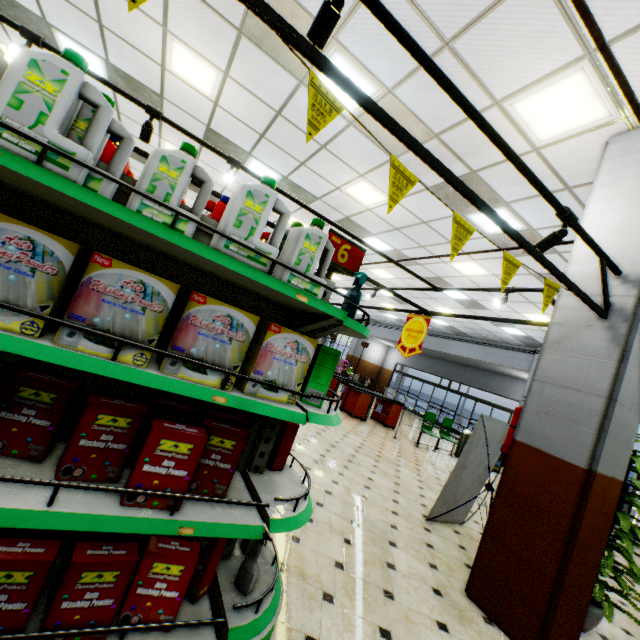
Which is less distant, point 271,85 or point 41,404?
point 41,404

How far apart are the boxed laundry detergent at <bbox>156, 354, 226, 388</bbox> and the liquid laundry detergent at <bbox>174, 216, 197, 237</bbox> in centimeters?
24cm

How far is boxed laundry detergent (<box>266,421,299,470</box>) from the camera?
2.3m

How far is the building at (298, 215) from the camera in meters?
8.3

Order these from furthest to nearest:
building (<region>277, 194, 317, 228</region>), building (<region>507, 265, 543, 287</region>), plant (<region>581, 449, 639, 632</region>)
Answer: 1. building (<region>277, 194, 317, 228</region>)
2. building (<region>507, 265, 543, 287</region>)
3. plant (<region>581, 449, 639, 632</region>)

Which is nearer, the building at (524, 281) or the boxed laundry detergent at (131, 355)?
the boxed laundry detergent at (131, 355)

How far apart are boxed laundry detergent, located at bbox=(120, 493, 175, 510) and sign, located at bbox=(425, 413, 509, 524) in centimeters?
367cm

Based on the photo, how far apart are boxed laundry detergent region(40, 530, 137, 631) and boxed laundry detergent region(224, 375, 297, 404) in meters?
0.8 m
